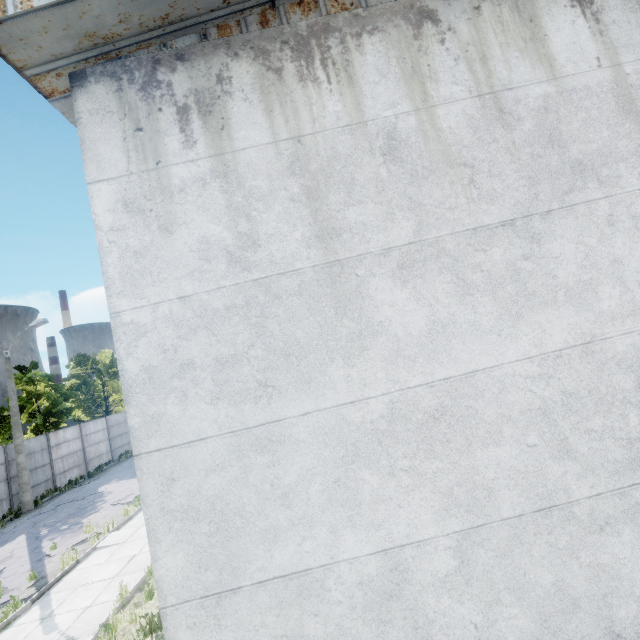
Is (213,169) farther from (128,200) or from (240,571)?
(240,571)
